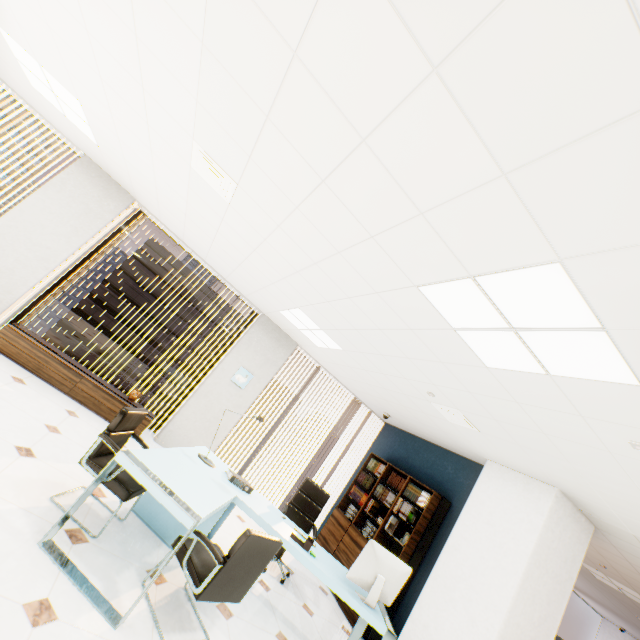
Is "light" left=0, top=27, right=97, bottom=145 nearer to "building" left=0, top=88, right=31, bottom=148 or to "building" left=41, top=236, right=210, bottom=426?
"building" left=41, top=236, right=210, bottom=426

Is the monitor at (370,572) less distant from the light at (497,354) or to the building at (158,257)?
the light at (497,354)

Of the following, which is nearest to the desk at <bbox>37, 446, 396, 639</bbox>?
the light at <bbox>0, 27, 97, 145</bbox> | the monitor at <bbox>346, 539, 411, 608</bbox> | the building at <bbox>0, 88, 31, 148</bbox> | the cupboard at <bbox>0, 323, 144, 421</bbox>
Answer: the monitor at <bbox>346, 539, 411, 608</bbox>

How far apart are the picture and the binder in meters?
3.3

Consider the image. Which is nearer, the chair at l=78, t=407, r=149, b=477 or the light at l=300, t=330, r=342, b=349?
the chair at l=78, t=407, r=149, b=477

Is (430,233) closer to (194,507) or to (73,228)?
(194,507)

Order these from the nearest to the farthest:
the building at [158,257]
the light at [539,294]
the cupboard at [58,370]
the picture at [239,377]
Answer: the light at [539,294] → the cupboard at [58,370] → the picture at [239,377] → the building at [158,257]

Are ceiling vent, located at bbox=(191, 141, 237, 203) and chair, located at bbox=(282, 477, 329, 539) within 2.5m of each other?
no
